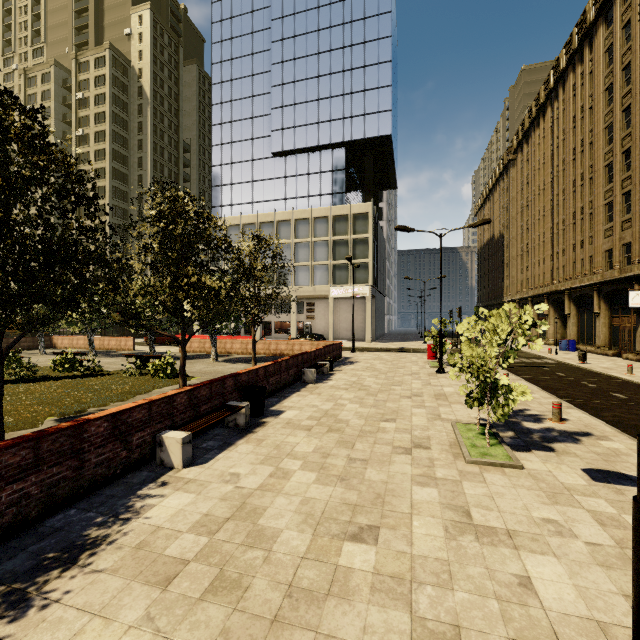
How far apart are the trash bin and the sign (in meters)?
30.18

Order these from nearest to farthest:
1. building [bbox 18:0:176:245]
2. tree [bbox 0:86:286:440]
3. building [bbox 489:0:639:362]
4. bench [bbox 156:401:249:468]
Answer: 1. bench [bbox 156:401:249:468]
2. tree [bbox 0:86:286:440]
3. building [bbox 489:0:639:362]
4. building [bbox 18:0:176:245]

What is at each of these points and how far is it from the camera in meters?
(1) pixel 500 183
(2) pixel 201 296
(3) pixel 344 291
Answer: (1) building, 54.2
(2) tree, 12.4
(3) sign, 39.4

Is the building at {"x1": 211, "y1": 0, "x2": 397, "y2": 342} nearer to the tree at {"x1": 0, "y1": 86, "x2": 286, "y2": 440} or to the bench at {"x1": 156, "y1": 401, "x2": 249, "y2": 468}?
the tree at {"x1": 0, "y1": 86, "x2": 286, "y2": 440}

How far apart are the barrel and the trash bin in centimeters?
3065cm

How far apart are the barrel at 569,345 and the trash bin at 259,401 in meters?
30.7 m

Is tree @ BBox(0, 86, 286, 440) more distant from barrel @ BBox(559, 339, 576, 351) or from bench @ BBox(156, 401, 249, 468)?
barrel @ BBox(559, 339, 576, 351)

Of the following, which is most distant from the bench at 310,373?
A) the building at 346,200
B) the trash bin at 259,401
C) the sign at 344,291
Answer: the sign at 344,291
